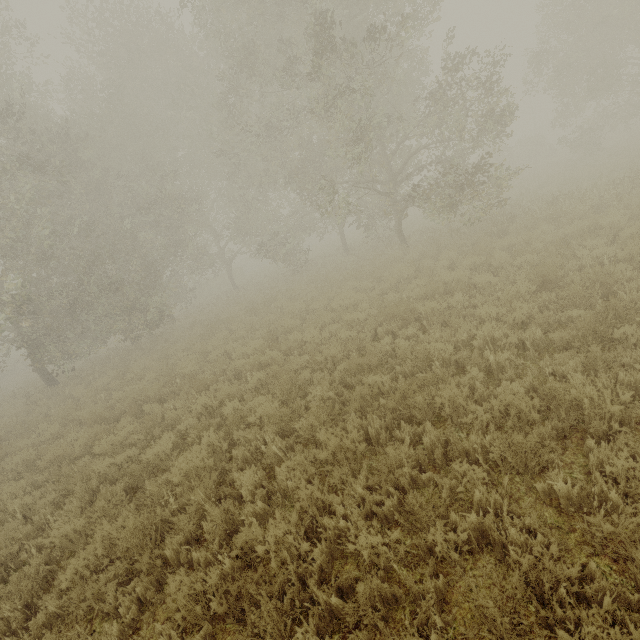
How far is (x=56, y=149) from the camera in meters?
12.2
